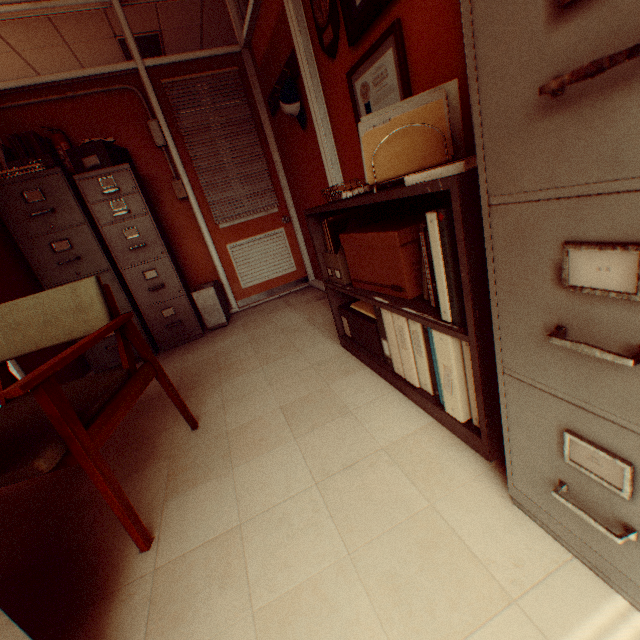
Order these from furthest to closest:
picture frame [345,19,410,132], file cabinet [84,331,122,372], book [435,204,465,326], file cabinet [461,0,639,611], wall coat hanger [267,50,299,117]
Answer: file cabinet [84,331,122,372] → wall coat hanger [267,50,299,117] → picture frame [345,19,410,132] → book [435,204,465,326] → file cabinet [461,0,639,611]

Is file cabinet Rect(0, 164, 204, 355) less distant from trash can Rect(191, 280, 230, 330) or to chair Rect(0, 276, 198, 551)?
trash can Rect(191, 280, 230, 330)

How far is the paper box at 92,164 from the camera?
3.0m

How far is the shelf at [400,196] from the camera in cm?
94

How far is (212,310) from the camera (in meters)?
3.75

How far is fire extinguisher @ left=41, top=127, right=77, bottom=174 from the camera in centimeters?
322cm

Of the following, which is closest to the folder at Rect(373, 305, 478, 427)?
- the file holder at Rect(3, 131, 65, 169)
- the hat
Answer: the hat

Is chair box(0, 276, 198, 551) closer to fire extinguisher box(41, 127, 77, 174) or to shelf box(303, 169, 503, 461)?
shelf box(303, 169, 503, 461)
